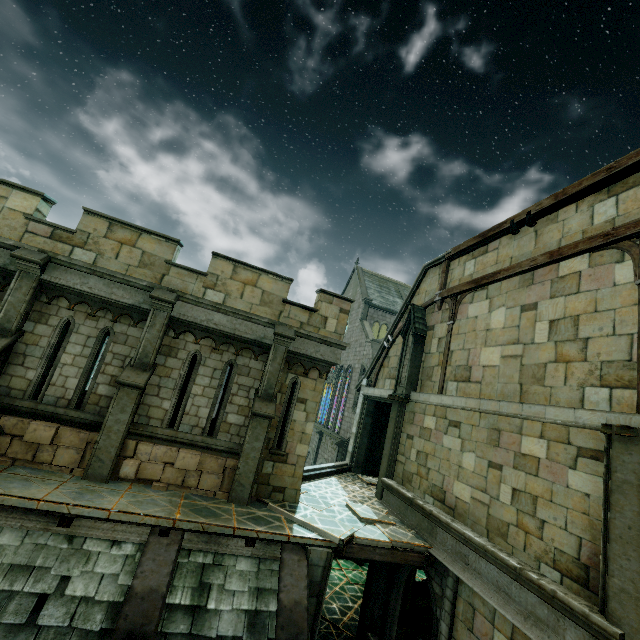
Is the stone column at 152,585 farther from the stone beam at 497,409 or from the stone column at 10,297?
the stone beam at 497,409

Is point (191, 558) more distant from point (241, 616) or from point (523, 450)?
point (523, 450)

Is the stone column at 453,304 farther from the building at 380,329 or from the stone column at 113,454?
the building at 380,329

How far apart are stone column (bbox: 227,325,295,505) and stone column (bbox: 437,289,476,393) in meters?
5.6 m

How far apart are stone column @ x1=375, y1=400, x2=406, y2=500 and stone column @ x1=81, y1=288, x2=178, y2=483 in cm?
877

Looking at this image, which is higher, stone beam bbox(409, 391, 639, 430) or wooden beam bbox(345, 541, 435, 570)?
stone beam bbox(409, 391, 639, 430)

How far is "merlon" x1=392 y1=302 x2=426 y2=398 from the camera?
12.83m

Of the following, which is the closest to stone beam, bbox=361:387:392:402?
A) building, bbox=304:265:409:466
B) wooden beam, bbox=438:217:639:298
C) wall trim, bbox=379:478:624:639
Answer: wall trim, bbox=379:478:624:639
